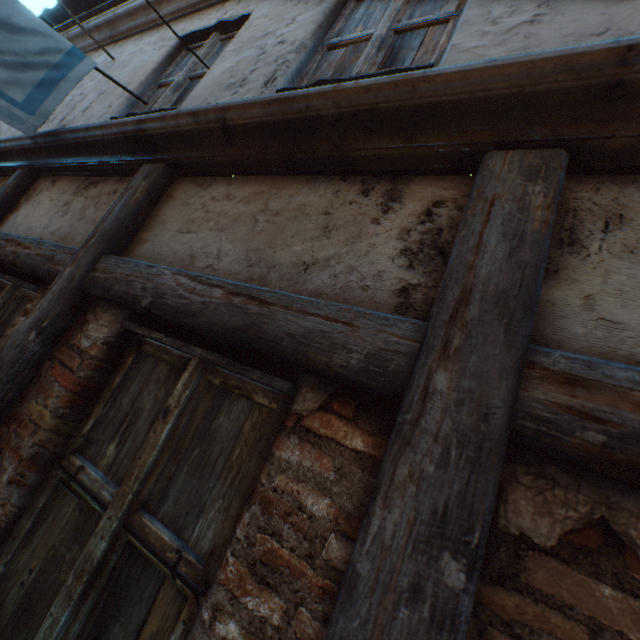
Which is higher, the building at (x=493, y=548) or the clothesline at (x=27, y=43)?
the clothesline at (x=27, y=43)

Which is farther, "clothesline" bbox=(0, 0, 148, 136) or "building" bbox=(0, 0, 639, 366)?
"clothesline" bbox=(0, 0, 148, 136)

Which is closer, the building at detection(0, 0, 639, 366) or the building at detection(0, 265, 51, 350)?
the building at detection(0, 0, 639, 366)

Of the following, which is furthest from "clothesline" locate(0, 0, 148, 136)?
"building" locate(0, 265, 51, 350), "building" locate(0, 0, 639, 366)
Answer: "building" locate(0, 265, 51, 350)

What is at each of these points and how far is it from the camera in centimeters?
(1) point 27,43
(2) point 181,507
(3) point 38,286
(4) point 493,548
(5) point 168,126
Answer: (1) clothesline, 235cm
(2) building, 113cm
(3) building, 212cm
(4) building, 71cm
(5) building, 189cm

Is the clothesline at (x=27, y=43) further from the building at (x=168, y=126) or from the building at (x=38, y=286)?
the building at (x=38, y=286)
